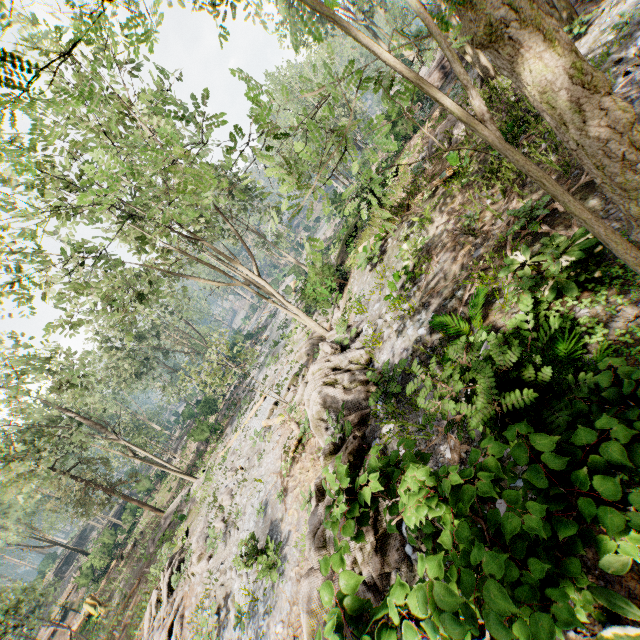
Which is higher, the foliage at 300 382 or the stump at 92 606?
the stump at 92 606

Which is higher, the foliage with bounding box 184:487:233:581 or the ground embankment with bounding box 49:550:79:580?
the ground embankment with bounding box 49:550:79:580

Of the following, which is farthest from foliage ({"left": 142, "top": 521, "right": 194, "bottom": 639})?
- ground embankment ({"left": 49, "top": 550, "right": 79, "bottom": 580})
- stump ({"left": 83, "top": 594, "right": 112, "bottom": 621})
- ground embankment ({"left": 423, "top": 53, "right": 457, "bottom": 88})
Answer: stump ({"left": 83, "top": 594, "right": 112, "bottom": 621})

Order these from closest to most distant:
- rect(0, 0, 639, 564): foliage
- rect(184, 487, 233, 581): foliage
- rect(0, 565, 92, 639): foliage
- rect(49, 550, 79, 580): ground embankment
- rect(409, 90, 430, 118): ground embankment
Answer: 1. rect(0, 0, 639, 564): foliage
2. rect(184, 487, 233, 581): foliage
3. rect(0, 565, 92, 639): foliage
4. rect(409, 90, 430, 118): ground embankment
5. rect(49, 550, 79, 580): ground embankment

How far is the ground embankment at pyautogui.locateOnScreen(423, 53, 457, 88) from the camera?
24.44m

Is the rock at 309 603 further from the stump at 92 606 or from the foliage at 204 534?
the stump at 92 606

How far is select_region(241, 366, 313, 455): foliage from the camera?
15.51m

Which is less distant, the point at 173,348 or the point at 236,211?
the point at 236,211
